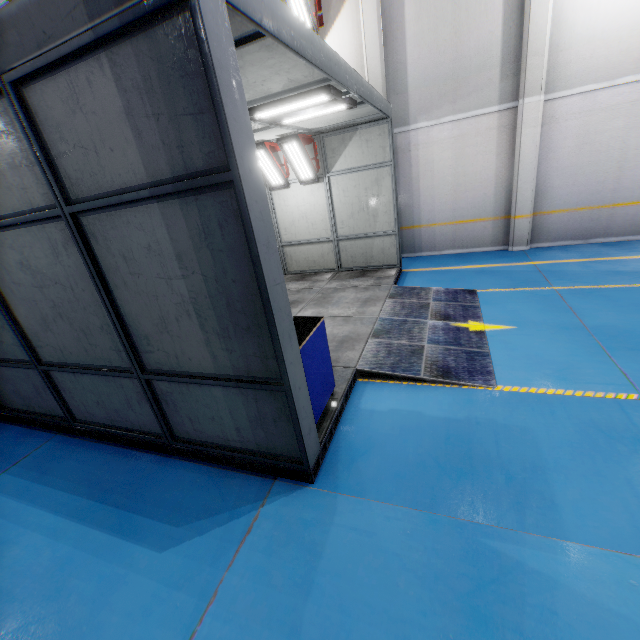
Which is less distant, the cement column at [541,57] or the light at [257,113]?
the light at [257,113]

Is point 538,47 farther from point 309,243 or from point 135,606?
point 135,606

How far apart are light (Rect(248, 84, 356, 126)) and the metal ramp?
3.94m

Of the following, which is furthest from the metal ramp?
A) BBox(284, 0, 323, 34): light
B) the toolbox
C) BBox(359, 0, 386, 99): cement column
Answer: BBox(284, 0, 323, 34): light

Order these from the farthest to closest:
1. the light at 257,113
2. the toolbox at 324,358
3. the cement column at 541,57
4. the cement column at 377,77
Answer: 1. the cement column at 377,77
2. the cement column at 541,57
3. the light at 257,113
4. the toolbox at 324,358

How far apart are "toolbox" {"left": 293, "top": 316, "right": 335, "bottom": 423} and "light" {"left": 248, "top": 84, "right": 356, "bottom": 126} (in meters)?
3.33

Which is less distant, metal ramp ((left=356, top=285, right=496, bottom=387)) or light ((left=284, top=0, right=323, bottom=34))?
metal ramp ((left=356, top=285, right=496, bottom=387))

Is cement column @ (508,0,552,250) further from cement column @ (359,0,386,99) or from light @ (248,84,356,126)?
light @ (248,84,356,126)
